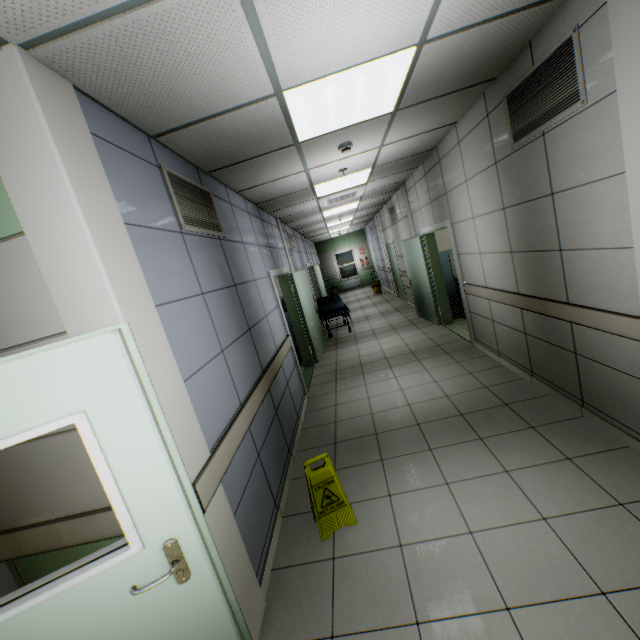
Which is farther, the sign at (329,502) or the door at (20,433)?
the sign at (329,502)

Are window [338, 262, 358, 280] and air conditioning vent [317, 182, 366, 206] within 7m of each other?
no

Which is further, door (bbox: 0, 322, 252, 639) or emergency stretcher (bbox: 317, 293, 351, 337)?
emergency stretcher (bbox: 317, 293, 351, 337)

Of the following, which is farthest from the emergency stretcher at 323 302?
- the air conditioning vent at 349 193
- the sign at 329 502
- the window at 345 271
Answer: the window at 345 271

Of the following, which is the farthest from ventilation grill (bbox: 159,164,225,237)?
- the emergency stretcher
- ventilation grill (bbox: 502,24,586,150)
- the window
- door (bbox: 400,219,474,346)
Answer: the window

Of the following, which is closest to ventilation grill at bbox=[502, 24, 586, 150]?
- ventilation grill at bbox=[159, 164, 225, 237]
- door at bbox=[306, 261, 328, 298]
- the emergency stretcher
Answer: ventilation grill at bbox=[159, 164, 225, 237]

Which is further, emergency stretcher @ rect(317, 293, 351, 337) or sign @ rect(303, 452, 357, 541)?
emergency stretcher @ rect(317, 293, 351, 337)

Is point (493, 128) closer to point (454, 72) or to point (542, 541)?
point (454, 72)
